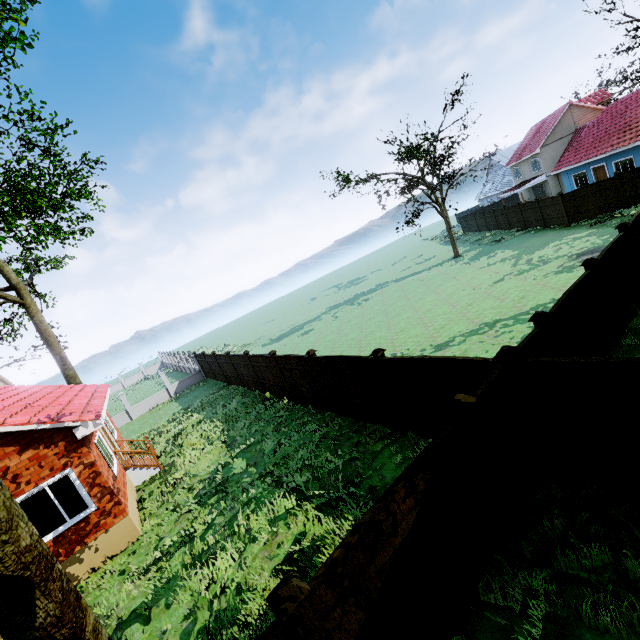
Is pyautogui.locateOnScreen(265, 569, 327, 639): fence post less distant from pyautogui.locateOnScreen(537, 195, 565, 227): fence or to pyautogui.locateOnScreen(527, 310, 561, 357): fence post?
pyautogui.locateOnScreen(537, 195, 565, 227): fence

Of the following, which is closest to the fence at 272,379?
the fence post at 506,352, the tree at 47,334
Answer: the fence post at 506,352

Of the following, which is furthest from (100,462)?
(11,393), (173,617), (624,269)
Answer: (624,269)

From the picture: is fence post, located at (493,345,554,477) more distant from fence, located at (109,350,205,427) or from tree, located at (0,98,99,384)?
tree, located at (0,98,99,384)

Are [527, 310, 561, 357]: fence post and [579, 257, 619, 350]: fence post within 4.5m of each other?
yes

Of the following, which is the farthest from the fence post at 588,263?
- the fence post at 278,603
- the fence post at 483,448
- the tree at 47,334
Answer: the fence post at 278,603

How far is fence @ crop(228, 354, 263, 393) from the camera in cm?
1705

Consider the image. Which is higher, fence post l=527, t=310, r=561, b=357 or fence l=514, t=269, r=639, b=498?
fence post l=527, t=310, r=561, b=357
